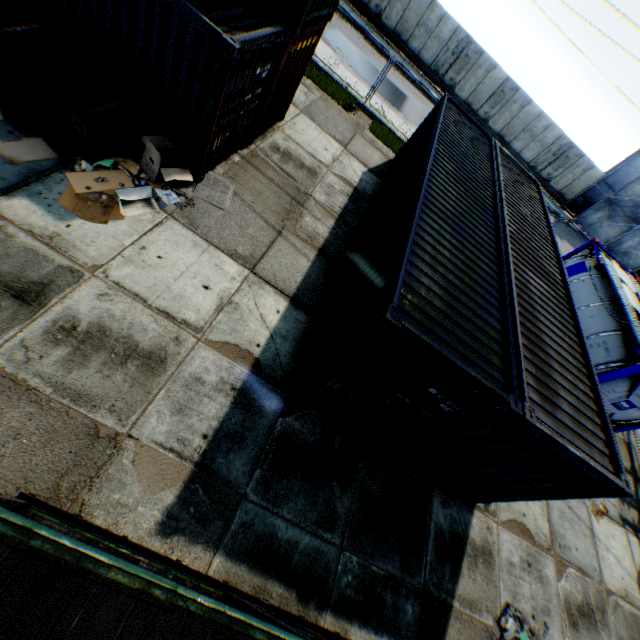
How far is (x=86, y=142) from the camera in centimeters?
605cm

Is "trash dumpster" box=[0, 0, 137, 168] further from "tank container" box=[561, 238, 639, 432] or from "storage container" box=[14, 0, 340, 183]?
"tank container" box=[561, 238, 639, 432]

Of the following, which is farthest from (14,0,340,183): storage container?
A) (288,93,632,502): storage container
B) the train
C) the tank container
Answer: the tank container

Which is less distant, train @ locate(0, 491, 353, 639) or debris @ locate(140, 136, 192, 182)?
train @ locate(0, 491, 353, 639)

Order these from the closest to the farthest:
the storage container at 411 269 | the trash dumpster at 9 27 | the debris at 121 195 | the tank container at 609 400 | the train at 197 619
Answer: the train at 197 619 < the storage container at 411 269 < the trash dumpster at 9 27 < the debris at 121 195 < the tank container at 609 400

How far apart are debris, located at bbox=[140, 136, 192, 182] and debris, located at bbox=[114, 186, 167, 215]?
0.3m

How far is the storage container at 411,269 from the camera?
4.87m

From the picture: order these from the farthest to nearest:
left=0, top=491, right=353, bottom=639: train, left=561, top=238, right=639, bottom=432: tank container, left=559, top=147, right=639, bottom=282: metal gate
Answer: left=559, top=147, right=639, bottom=282: metal gate < left=561, top=238, right=639, bottom=432: tank container < left=0, top=491, right=353, bottom=639: train
